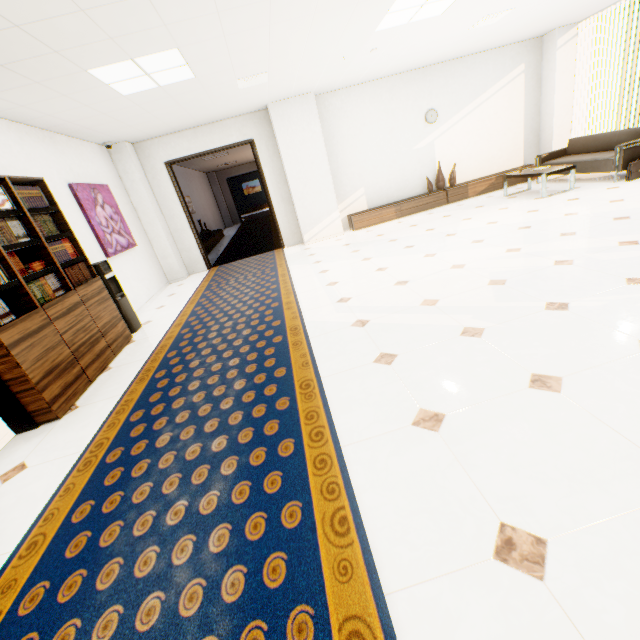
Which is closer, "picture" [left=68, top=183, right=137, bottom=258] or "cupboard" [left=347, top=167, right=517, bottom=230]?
"picture" [left=68, top=183, right=137, bottom=258]

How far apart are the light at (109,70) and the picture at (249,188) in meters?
23.9

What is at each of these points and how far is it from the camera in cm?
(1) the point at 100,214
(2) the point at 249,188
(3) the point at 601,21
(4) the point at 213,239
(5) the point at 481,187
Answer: (1) picture, 543
(2) picture, 2659
(3) window, 692
(4) cupboard, 1203
(5) cupboard, 794

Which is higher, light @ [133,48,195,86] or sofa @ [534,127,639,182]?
light @ [133,48,195,86]

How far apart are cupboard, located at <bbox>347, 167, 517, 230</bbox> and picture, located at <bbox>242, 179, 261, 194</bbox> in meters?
21.1 m

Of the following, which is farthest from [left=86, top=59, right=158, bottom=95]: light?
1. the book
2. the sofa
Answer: the sofa

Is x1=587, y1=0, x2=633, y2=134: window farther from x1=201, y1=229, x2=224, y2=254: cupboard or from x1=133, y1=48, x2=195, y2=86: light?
x1=201, y1=229, x2=224, y2=254: cupboard

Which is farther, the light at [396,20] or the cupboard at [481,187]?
the cupboard at [481,187]
